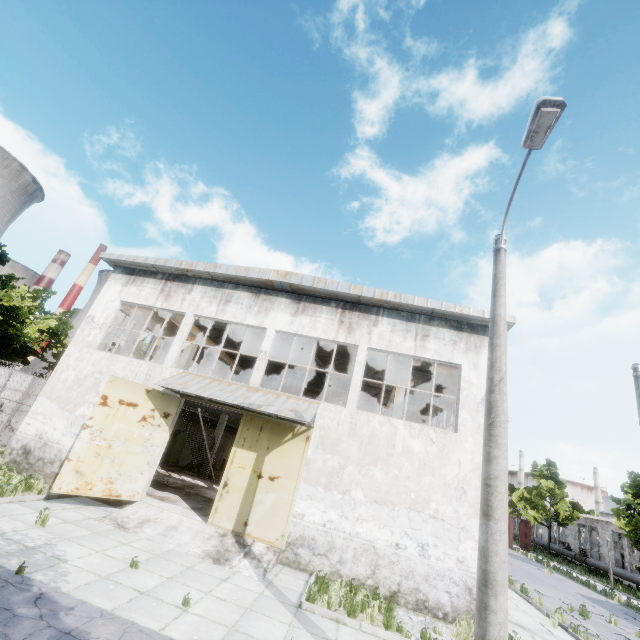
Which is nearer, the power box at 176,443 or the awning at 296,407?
the awning at 296,407

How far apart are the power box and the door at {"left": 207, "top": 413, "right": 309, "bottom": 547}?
13.9m

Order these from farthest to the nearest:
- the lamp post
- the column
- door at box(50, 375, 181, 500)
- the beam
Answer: the column, the beam, door at box(50, 375, 181, 500), the lamp post

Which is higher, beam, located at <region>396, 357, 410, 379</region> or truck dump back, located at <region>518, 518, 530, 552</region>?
beam, located at <region>396, 357, 410, 379</region>

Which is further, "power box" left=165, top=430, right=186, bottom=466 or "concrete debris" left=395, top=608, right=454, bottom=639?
"power box" left=165, top=430, right=186, bottom=466

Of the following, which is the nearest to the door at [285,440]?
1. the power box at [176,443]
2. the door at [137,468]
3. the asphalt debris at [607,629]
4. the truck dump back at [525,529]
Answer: the door at [137,468]

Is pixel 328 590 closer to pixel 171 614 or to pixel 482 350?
pixel 171 614

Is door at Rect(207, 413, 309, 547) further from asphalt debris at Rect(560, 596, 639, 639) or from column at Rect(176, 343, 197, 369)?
asphalt debris at Rect(560, 596, 639, 639)
